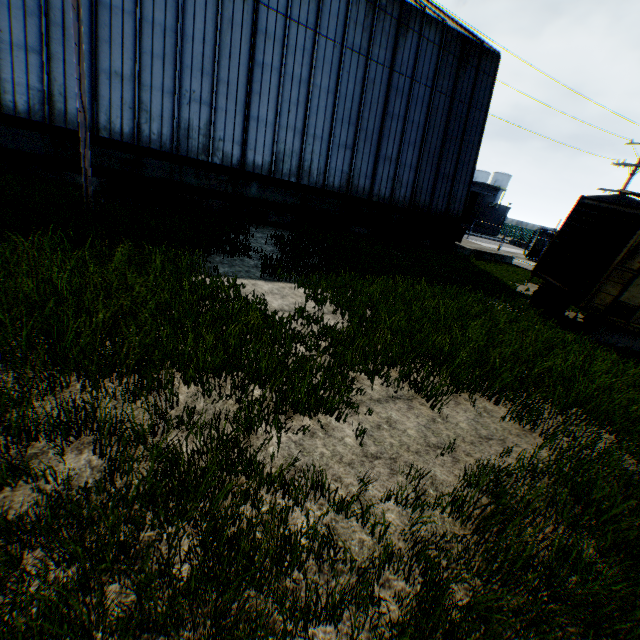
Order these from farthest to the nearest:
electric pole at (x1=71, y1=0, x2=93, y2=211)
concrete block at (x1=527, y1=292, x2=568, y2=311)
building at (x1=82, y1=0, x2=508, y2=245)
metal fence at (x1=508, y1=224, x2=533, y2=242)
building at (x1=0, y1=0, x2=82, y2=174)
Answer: metal fence at (x1=508, y1=224, x2=533, y2=242) < building at (x1=82, y1=0, x2=508, y2=245) < concrete block at (x1=527, y1=292, x2=568, y2=311) < building at (x1=0, y1=0, x2=82, y2=174) < electric pole at (x1=71, y1=0, x2=93, y2=211)

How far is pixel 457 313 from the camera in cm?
857

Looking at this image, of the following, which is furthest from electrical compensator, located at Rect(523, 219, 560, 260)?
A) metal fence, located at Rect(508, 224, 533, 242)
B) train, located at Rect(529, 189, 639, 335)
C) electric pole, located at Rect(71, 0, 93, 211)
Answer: electric pole, located at Rect(71, 0, 93, 211)

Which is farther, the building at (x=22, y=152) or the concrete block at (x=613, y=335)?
the building at (x=22, y=152)

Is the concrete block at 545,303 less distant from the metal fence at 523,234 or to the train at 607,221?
the train at 607,221

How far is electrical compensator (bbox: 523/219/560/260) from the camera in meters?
28.1 m

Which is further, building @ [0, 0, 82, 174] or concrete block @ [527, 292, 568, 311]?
concrete block @ [527, 292, 568, 311]
